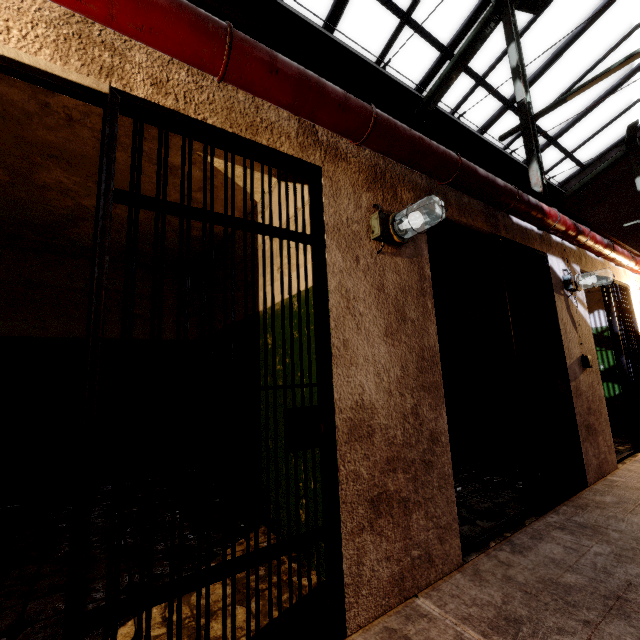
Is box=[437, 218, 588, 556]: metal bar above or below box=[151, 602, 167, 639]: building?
above

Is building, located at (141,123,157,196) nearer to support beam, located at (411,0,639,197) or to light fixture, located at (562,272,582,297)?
support beam, located at (411,0,639,197)

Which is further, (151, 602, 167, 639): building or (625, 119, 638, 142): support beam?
(625, 119, 638, 142): support beam

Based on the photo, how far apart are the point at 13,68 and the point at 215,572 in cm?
205

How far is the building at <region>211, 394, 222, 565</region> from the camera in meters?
2.3 m

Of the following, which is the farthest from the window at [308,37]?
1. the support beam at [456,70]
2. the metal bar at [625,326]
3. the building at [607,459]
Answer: the metal bar at [625,326]

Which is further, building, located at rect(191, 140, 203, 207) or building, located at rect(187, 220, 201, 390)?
building, located at rect(187, 220, 201, 390)

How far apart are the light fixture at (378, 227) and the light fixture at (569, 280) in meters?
2.7
